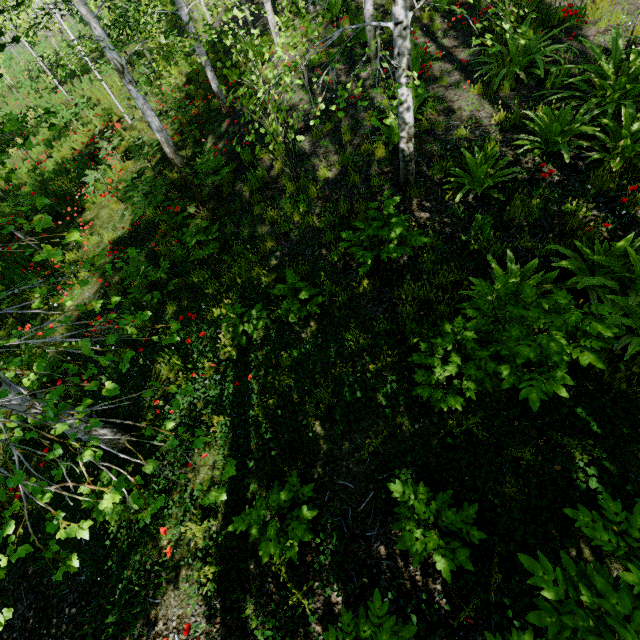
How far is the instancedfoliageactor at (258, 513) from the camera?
2.66m

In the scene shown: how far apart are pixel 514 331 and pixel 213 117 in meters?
11.6 m

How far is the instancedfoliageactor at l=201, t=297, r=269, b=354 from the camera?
4.3 meters

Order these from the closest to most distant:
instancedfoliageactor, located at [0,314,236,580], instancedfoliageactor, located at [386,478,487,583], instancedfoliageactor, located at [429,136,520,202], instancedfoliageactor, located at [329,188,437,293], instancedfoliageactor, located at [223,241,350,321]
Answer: instancedfoliageactor, located at [0,314,236,580] < instancedfoliageactor, located at [386,478,487,583] < instancedfoliageactor, located at [329,188,437,293] < instancedfoliageactor, located at [223,241,350,321] < instancedfoliageactor, located at [429,136,520,202]

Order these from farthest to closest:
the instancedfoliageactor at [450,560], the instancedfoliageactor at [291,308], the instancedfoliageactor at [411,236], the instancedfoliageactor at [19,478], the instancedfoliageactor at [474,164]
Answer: the instancedfoliageactor at [474,164] → the instancedfoliageactor at [291,308] → the instancedfoliageactor at [411,236] → the instancedfoliageactor at [450,560] → the instancedfoliageactor at [19,478]

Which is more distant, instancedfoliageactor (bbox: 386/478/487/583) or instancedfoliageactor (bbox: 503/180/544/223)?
instancedfoliageactor (bbox: 503/180/544/223)
